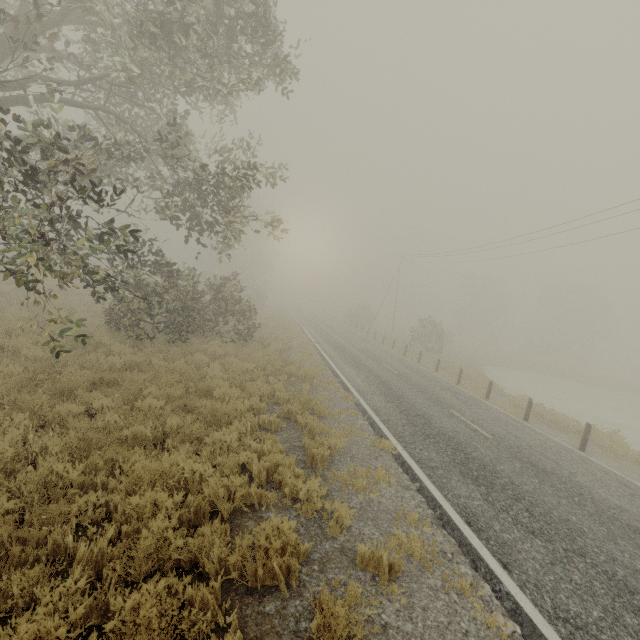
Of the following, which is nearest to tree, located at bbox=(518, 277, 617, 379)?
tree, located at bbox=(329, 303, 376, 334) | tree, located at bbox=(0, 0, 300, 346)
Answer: tree, located at bbox=(329, 303, 376, 334)

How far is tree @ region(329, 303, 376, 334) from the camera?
46.22m

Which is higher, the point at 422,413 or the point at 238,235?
the point at 238,235

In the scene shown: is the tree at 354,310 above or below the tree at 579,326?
below

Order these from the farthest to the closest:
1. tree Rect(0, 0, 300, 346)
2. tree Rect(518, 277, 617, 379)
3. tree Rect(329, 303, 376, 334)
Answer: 1. tree Rect(518, 277, 617, 379)
2. tree Rect(329, 303, 376, 334)
3. tree Rect(0, 0, 300, 346)

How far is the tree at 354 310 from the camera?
46.22m

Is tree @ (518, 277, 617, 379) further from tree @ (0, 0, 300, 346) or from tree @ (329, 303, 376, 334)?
tree @ (0, 0, 300, 346)

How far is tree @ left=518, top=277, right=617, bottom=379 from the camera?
48.2 meters
